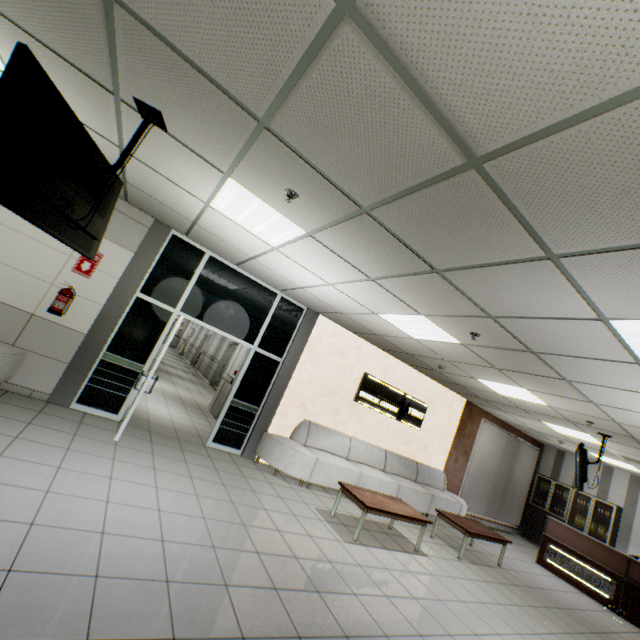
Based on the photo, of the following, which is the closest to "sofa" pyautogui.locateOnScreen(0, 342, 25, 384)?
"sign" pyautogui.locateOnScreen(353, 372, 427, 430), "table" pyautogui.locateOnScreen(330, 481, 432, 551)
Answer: "table" pyautogui.locateOnScreen(330, 481, 432, 551)

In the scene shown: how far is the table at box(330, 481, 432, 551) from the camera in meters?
4.8

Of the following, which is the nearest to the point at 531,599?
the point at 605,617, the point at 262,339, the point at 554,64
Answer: the point at 605,617

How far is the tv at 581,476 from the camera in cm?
604

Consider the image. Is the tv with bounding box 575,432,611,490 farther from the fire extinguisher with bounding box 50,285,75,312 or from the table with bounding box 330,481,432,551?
the fire extinguisher with bounding box 50,285,75,312

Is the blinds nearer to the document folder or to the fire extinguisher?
the document folder

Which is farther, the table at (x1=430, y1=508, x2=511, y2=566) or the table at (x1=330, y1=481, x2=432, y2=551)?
the table at (x1=430, y1=508, x2=511, y2=566)

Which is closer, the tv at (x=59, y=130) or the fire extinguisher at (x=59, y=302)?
the tv at (x=59, y=130)
